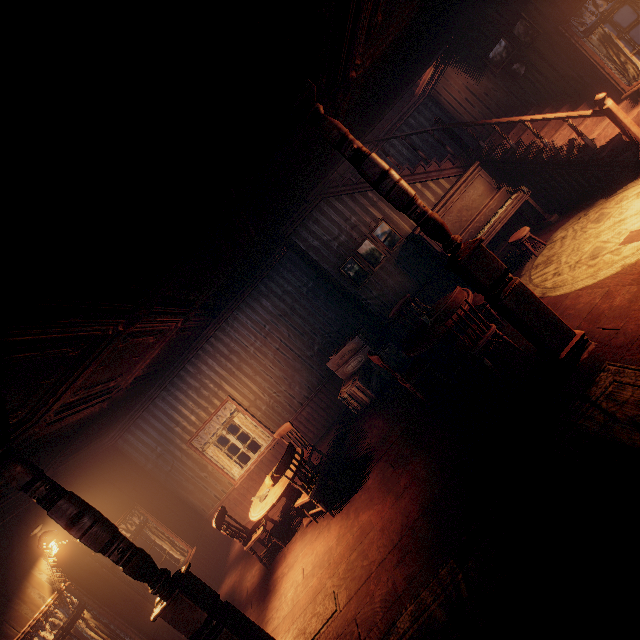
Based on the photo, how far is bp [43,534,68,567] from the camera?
4.8 meters

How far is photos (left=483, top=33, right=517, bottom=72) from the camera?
6.07m

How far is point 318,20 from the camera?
2.6m

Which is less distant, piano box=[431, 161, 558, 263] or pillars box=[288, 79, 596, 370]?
pillars box=[288, 79, 596, 370]

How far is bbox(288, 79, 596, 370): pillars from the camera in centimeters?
318cm

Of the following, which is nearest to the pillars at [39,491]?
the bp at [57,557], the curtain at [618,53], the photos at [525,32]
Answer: the curtain at [618,53]

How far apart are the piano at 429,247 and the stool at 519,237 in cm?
27

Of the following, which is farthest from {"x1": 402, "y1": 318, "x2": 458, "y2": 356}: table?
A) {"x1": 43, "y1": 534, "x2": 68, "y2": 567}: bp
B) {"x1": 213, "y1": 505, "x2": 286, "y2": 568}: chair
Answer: {"x1": 43, "y1": 534, "x2": 68, "y2": 567}: bp
